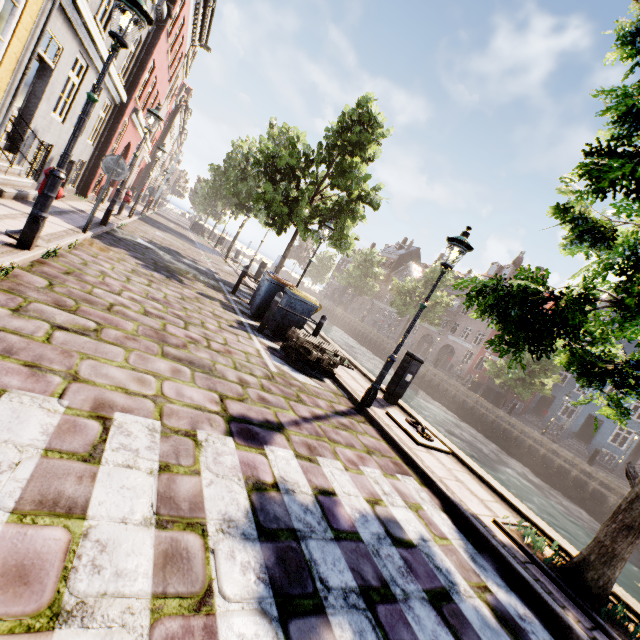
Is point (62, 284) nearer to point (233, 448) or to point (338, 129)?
point (233, 448)

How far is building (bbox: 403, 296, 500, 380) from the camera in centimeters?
3925cm

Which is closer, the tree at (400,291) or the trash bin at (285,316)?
the trash bin at (285,316)

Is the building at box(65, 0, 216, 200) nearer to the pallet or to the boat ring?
the boat ring

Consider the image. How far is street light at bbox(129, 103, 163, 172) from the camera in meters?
9.3 m

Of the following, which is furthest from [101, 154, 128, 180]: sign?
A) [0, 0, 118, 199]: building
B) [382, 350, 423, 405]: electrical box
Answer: [0, 0, 118, 199]: building

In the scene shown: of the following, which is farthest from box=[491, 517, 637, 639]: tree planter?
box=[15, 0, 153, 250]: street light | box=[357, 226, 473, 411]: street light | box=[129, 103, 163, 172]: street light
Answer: box=[129, 103, 163, 172]: street light

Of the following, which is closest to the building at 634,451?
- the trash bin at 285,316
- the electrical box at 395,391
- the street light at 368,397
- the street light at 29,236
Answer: the electrical box at 395,391
